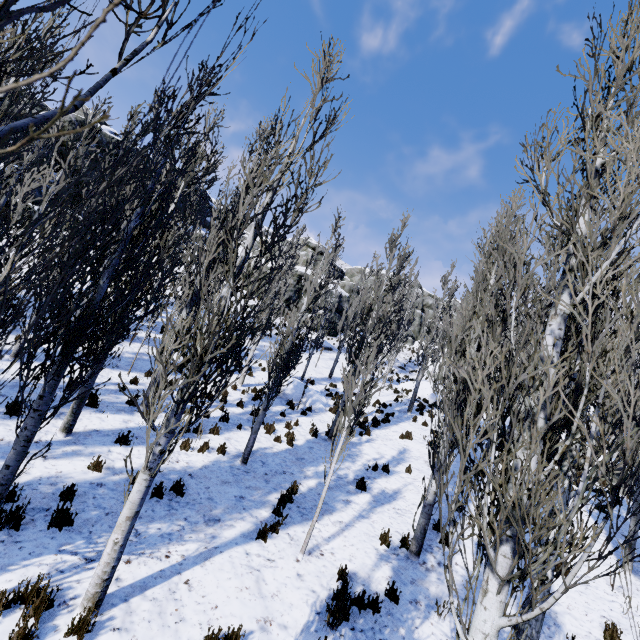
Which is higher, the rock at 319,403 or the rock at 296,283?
the rock at 296,283

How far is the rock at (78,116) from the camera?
24.8 meters

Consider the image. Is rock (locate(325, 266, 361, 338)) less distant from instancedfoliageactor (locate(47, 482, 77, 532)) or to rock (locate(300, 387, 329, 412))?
instancedfoliageactor (locate(47, 482, 77, 532))

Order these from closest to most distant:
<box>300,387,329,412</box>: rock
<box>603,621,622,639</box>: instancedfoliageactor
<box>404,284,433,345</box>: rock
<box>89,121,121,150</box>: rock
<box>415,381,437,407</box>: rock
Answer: <box>603,621,622,639</box>: instancedfoliageactor
<box>300,387,329,412</box>: rock
<box>415,381,437,407</box>: rock
<box>89,121,121,150</box>: rock
<box>404,284,433,345</box>: rock

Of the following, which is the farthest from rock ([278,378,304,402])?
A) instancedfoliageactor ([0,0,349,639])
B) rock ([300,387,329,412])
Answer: Answer: rock ([300,387,329,412])

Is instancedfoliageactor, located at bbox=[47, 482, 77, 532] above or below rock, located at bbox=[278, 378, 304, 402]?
below

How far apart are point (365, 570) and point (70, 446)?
7.1 meters
